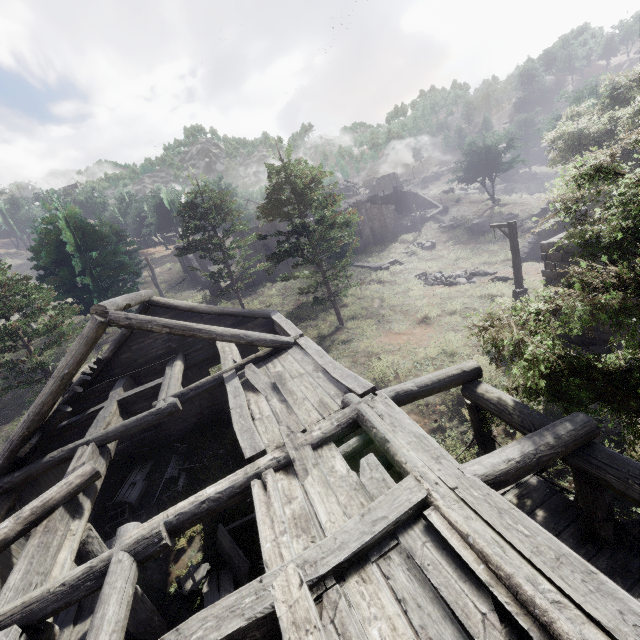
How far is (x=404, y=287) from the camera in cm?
2612

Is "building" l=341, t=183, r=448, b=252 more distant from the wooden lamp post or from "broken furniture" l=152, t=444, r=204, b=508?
"broken furniture" l=152, t=444, r=204, b=508

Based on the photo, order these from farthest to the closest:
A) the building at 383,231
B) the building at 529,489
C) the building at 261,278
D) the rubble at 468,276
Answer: the building at 383,231
the building at 261,278
the rubble at 468,276
the building at 529,489

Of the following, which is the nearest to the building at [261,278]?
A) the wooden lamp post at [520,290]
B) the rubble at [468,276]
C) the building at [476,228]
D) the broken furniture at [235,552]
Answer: the wooden lamp post at [520,290]

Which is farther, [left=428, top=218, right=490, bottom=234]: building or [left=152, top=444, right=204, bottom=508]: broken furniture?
[left=428, top=218, right=490, bottom=234]: building

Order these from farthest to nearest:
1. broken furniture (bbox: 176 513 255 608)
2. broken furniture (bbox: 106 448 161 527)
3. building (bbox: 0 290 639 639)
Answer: broken furniture (bbox: 106 448 161 527), broken furniture (bbox: 176 513 255 608), building (bbox: 0 290 639 639)

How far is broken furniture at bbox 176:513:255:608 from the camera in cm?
814
